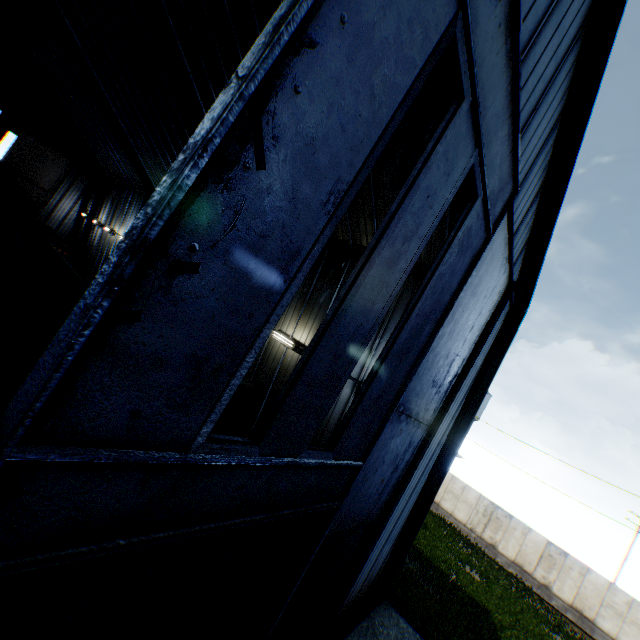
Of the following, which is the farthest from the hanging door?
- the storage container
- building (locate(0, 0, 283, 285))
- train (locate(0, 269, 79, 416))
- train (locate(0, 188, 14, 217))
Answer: train (locate(0, 188, 14, 217))

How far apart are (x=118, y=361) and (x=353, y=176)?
2.2 meters

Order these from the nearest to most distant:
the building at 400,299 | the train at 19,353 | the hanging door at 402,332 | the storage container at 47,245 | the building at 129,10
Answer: the hanging door at 402,332 < the train at 19,353 < the building at 400,299 < the building at 129,10 < the storage container at 47,245

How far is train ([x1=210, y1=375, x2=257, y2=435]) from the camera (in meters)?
13.47

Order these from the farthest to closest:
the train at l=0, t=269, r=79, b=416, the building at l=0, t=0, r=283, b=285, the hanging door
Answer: the building at l=0, t=0, r=283, b=285
the train at l=0, t=269, r=79, b=416
the hanging door

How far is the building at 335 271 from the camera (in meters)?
8.73

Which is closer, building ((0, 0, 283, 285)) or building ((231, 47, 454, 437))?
building ((231, 47, 454, 437))

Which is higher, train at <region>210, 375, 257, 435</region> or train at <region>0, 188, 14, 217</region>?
train at <region>0, 188, 14, 217</region>
